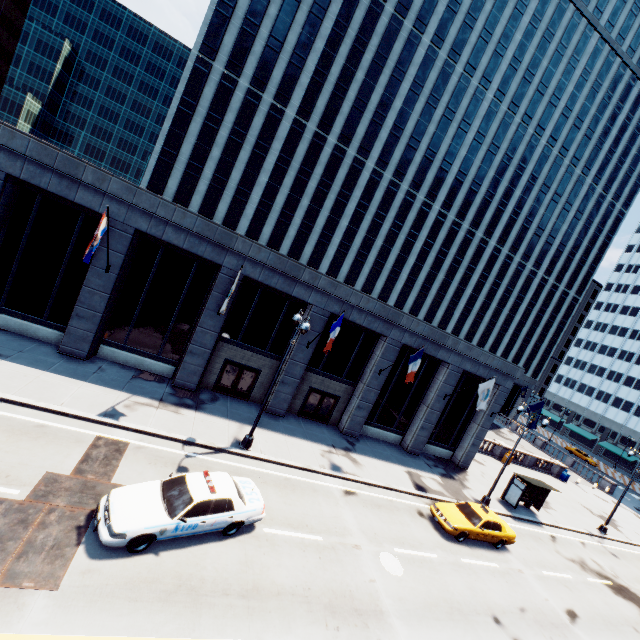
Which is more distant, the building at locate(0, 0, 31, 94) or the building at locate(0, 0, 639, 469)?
the building at locate(0, 0, 31, 94)

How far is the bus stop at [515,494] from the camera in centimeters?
2352cm

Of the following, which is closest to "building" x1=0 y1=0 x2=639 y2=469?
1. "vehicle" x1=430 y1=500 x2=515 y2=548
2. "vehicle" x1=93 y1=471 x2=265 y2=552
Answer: "vehicle" x1=430 y1=500 x2=515 y2=548

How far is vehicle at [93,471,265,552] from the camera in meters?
9.1

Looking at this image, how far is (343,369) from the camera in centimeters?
2317cm

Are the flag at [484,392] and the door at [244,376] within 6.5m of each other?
no

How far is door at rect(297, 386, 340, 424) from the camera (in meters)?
22.78

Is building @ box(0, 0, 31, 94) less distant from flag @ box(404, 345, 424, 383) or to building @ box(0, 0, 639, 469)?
building @ box(0, 0, 639, 469)
